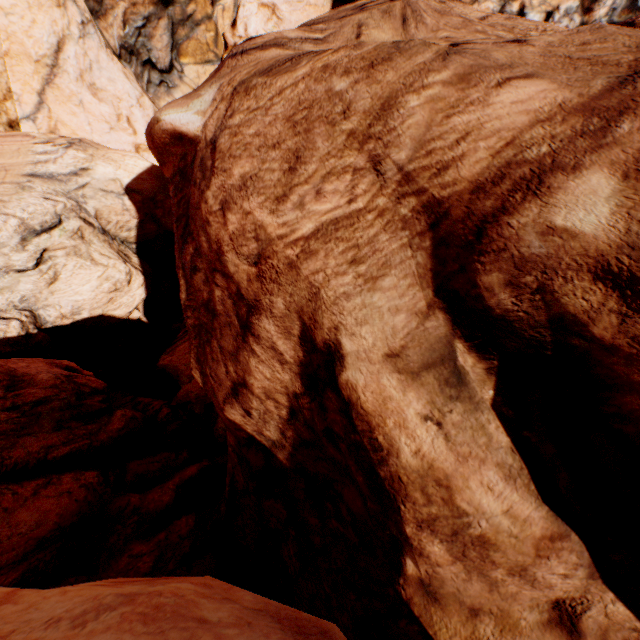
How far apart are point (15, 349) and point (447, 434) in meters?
Result: 13.2 m
